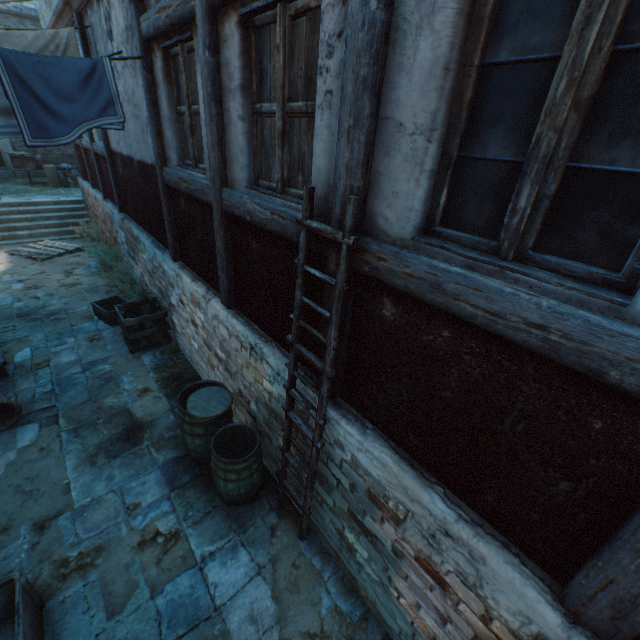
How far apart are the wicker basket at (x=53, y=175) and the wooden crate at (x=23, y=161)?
0.4m

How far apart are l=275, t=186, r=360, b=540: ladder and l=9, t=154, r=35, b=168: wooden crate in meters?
18.9 m

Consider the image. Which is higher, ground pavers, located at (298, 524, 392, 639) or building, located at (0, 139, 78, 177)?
building, located at (0, 139, 78, 177)

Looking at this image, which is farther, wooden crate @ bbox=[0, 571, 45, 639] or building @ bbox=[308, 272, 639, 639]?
wooden crate @ bbox=[0, 571, 45, 639]

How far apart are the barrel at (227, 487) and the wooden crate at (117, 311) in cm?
345

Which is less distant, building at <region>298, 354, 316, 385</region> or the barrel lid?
building at <region>298, 354, 316, 385</region>

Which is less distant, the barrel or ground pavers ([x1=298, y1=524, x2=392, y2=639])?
ground pavers ([x1=298, y1=524, x2=392, y2=639])

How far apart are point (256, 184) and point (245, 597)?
4.05m
